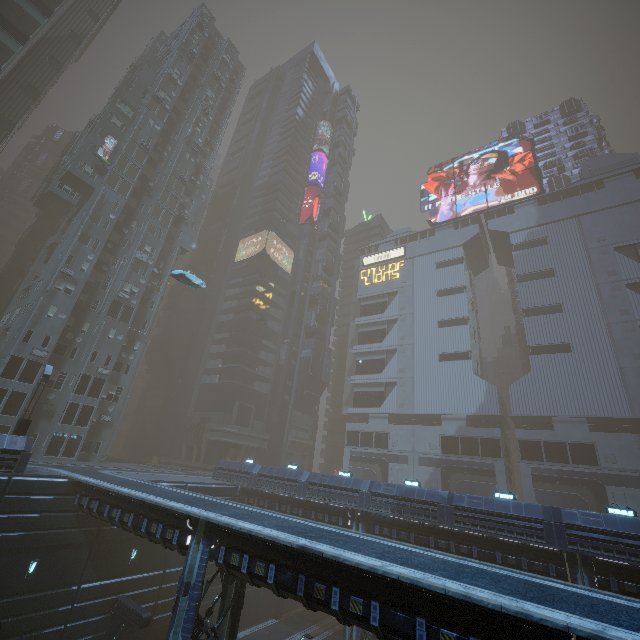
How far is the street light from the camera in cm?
2108

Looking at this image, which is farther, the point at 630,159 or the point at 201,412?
the point at 201,412

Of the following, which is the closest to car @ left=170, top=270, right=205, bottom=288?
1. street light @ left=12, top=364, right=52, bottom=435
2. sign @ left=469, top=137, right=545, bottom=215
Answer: street light @ left=12, top=364, right=52, bottom=435

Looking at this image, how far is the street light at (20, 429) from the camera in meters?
21.1

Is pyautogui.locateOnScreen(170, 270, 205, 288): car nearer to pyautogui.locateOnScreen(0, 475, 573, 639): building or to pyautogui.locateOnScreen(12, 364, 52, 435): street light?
pyautogui.locateOnScreen(0, 475, 573, 639): building

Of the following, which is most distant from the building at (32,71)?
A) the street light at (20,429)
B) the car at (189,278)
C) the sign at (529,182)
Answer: the car at (189,278)

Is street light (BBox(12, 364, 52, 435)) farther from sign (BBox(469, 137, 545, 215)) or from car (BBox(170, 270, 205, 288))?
sign (BBox(469, 137, 545, 215))

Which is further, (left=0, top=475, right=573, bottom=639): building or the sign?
the sign
